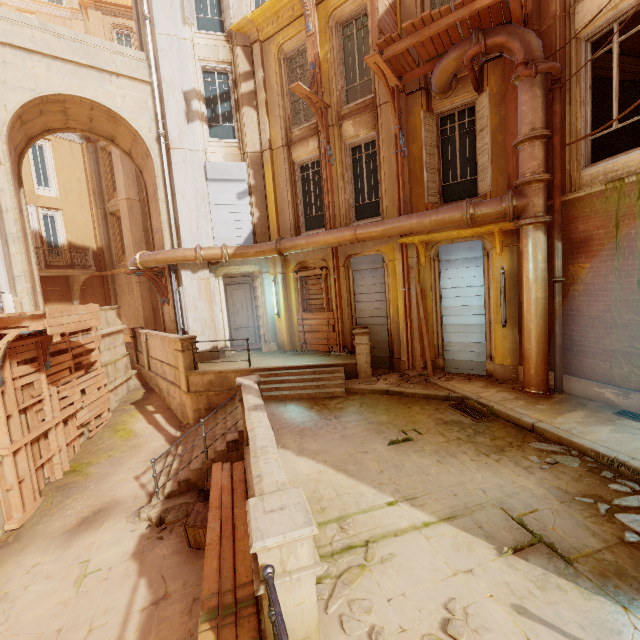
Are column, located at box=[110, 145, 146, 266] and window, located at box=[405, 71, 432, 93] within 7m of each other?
no

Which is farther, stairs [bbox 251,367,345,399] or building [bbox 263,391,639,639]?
stairs [bbox 251,367,345,399]

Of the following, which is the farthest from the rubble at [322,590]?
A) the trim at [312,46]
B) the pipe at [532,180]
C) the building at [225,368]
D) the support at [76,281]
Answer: the support at [76,281]

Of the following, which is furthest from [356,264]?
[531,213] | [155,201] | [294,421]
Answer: [155,201]

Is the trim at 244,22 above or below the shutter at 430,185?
above

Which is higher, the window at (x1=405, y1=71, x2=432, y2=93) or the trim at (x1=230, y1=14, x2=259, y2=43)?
the trim at (x1=230, y1=14, x2=259, y2=43)

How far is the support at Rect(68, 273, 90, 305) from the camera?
18.1m

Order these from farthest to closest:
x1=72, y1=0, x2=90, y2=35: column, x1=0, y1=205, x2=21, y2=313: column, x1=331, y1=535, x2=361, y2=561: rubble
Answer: x1=72, y1=0, x2=90, y2=35: column < x1=0, y1=205, x2=21, y2=313: column < x1=331, y1=535, x2=361, y2=561: rubble
